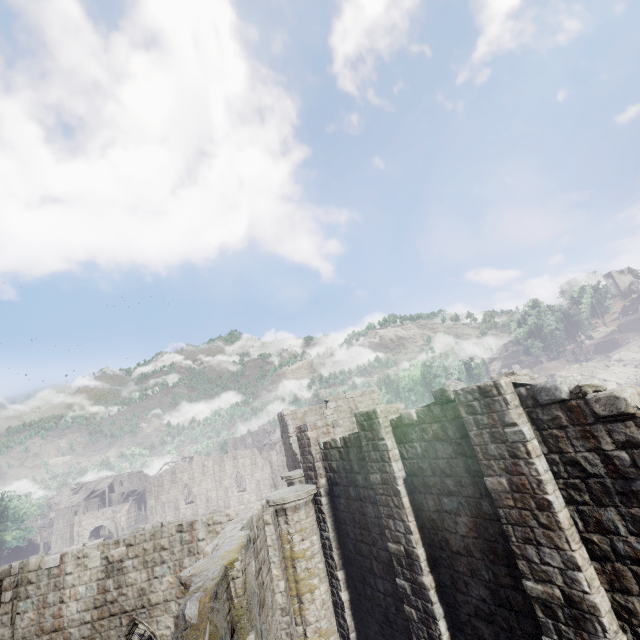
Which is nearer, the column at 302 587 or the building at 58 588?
the building at 58 588

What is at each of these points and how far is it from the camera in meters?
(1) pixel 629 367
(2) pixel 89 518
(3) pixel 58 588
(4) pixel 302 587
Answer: (1) rock, 57.4 m
(2) stone arch, 48.2 m
(3) building, 11.8 m
(4) column, 12.0 m

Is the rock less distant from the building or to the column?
the building

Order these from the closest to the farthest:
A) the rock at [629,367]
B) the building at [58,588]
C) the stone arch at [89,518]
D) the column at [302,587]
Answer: the building at [58,588]
the column at [302,587]
the stone arch at [89,518]
the rock at [629,367]

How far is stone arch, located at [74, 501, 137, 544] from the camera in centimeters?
4738cm

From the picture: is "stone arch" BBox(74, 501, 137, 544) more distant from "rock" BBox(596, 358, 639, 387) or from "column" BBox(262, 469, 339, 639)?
"rock" BBox(596, 358, 639, 387)

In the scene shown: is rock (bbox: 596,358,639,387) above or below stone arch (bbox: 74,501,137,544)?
above

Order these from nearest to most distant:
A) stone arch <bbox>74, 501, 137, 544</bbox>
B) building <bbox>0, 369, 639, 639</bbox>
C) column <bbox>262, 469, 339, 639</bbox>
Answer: building <bbox>0, 369, 639, 639</bbox> < column <bbox>262, 469, 339, 639</bbox> < stone arch <bbox>74, 501, 137, 544</bbox>
